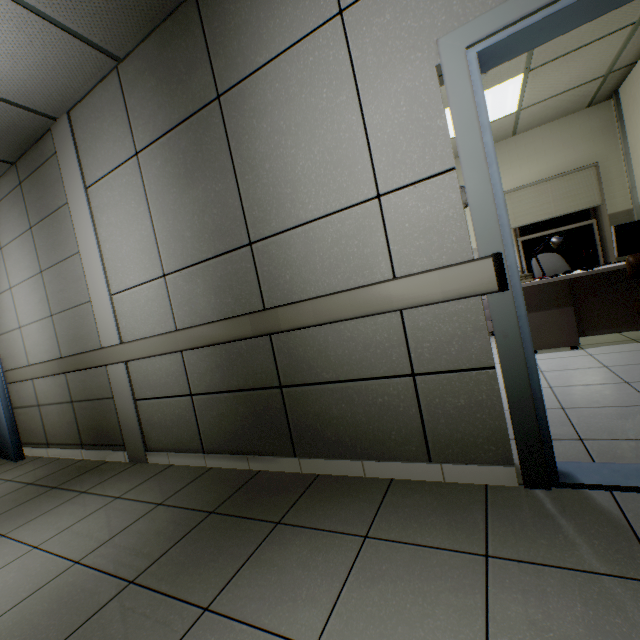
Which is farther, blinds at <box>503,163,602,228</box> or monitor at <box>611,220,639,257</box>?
blinds at <box>503,163,602,228</box>

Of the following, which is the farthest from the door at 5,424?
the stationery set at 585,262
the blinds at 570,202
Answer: the blinds at 570,202

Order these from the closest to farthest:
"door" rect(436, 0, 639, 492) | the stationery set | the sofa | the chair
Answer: "door" rect(436, 0, 639, 492) < the sofa < the stationery set < the chair

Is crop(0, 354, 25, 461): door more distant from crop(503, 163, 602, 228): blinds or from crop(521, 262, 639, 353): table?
crop(503, 163, 602, 228): blinds

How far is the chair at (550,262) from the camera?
4.84m

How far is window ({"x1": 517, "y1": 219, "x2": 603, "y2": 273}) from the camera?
5.30m

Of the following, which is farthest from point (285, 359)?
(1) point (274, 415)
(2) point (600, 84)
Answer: (2) point (600, 84)

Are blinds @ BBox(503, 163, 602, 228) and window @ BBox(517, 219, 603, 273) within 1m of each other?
yes
